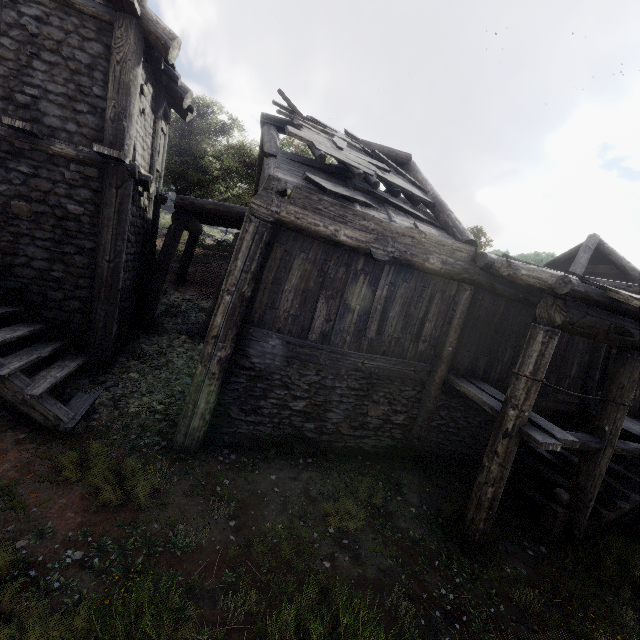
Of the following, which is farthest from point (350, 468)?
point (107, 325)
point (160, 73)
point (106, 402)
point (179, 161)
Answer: point (179, 161)

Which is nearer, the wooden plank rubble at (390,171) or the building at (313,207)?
the building at (313,207)

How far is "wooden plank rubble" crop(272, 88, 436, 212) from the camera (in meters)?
7.20

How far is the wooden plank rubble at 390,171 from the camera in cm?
720

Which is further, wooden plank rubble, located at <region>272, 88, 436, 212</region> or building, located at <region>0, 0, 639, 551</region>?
wooden plank rubble, located at <region>272, 88, 436, 212</region>
